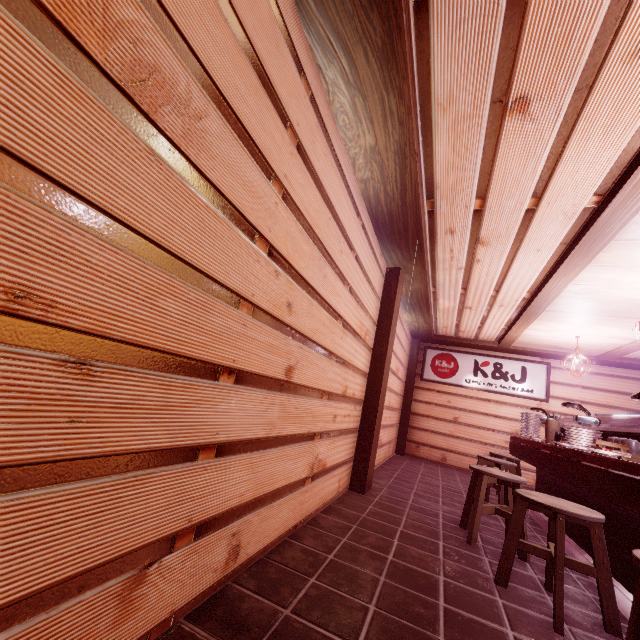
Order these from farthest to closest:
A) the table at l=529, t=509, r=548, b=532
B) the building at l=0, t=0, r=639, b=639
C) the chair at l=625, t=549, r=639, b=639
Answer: the table at l=529, t=509, r=548, b=532
the chair at l=625, t=549, r=639, b=639
the building at l=0, t=0, r=639, b=639

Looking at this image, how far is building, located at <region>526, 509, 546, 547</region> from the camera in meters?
6.0

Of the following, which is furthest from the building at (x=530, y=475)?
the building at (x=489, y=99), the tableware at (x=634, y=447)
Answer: the tableware at (x=634, y=447)

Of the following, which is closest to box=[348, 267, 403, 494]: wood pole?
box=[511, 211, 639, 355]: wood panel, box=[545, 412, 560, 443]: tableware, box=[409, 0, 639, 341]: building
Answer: box=[409, 0, 639, 341]: building

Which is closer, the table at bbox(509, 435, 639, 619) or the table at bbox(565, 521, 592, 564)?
the table at bbox(509, 435, 639, 619)

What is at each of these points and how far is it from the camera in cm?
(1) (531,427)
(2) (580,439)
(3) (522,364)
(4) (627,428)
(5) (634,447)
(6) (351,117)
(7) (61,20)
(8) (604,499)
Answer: (1) dish, 841
(2) dish, 515
(3) sign, 1369
(4) table, 517
(5) tableware, 477
(6) wood bar, 398
(7) building, 134
(8) table, 370

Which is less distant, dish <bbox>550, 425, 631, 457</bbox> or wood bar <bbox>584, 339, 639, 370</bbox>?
dish <bbox>550, 425, 631, 457</bbox>

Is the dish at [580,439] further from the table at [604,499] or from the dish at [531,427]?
the dish at [531,427]
